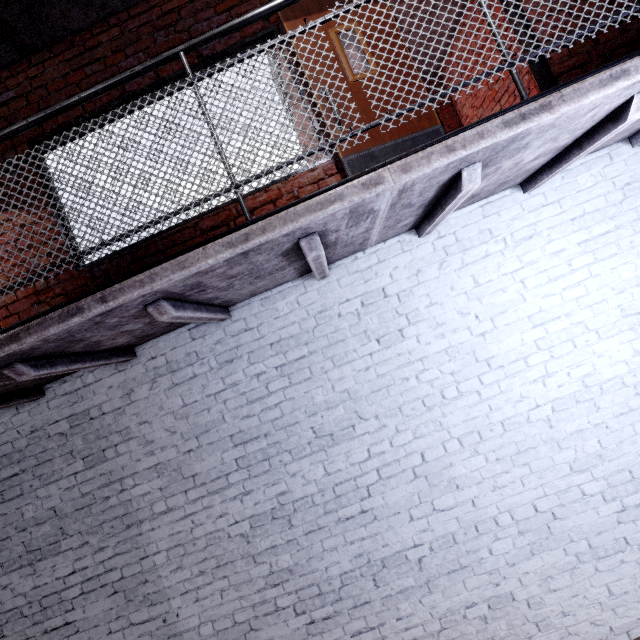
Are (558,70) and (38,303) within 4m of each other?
no

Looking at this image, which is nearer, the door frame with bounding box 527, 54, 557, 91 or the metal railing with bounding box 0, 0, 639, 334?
the metal railing with bounding box 0, 0, 639, 334

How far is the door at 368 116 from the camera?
2.80m

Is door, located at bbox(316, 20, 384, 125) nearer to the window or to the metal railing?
the window

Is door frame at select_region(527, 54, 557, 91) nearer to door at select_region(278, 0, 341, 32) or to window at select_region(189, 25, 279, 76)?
door at select_region(278, 0, 341, 32)

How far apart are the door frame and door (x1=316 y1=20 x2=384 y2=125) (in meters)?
0.00

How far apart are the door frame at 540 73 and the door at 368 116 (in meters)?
0.00
